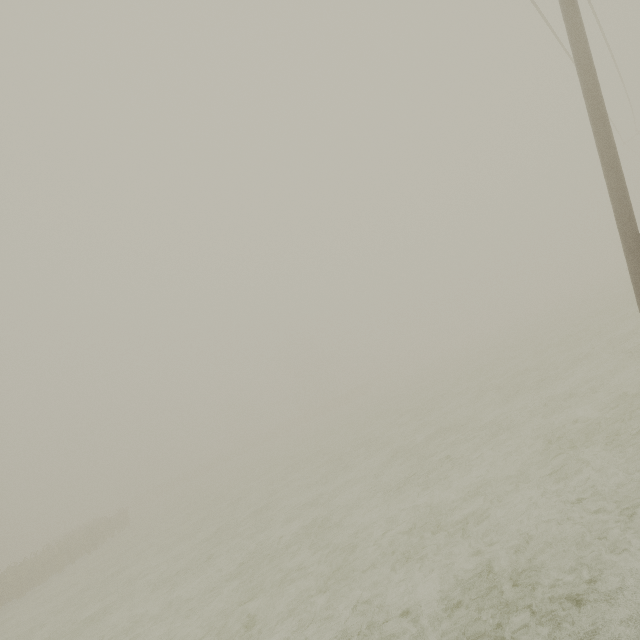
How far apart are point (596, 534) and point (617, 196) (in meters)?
5.61
